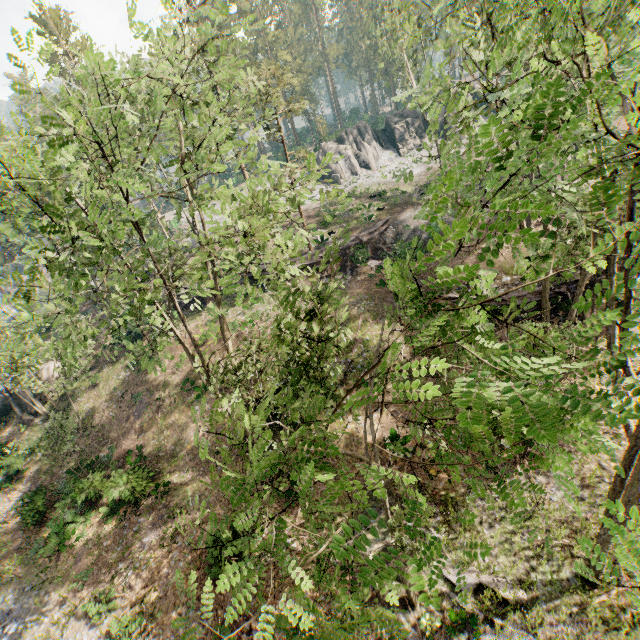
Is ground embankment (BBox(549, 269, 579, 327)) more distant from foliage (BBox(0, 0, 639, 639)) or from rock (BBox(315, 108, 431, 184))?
rock (BBox(315, 108, 431, 184))

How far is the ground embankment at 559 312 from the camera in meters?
18.9

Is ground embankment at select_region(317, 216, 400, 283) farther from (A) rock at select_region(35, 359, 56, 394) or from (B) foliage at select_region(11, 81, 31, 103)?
(A) rock at select_region(35, 359, 56, 394)

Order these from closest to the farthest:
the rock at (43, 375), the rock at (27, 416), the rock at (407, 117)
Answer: the rock at (27, 416), the rock at (43, 375), the rock at (407, 117)

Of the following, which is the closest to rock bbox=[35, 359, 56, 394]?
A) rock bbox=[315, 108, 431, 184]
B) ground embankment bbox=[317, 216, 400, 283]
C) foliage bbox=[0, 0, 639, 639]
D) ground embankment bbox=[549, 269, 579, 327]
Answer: foliage bbox=[0, 0, 639, 639]

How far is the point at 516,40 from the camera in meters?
6.5

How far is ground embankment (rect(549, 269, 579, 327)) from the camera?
18.9m

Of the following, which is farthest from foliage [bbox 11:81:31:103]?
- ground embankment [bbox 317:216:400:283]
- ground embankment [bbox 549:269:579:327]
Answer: ground embankment [bbox 317:216:400:283]
